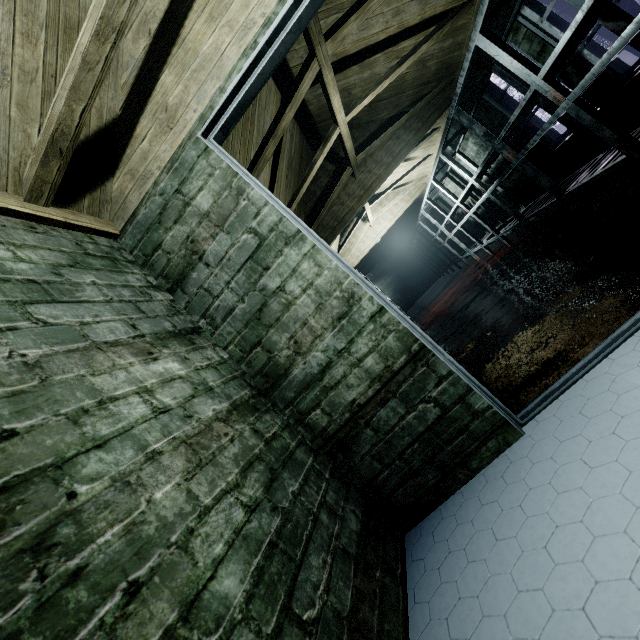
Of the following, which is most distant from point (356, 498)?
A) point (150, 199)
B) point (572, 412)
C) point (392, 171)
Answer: point (392, 171)

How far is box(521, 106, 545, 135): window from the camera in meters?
3.6

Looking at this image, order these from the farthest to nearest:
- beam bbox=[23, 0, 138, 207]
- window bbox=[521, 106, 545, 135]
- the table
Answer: window bbox=[521, 106, 545, 135], the table, beam bbox=[23, 0, 138, 207]

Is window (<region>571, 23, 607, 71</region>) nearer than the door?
No

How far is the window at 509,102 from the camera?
3.7m

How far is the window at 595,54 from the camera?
2.5m

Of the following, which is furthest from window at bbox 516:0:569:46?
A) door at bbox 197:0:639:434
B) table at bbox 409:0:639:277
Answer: door at bbox 197:0:639:434

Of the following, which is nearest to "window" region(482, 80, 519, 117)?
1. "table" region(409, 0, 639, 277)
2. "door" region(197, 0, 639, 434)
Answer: "table" region(409, 0, 639, 277)
